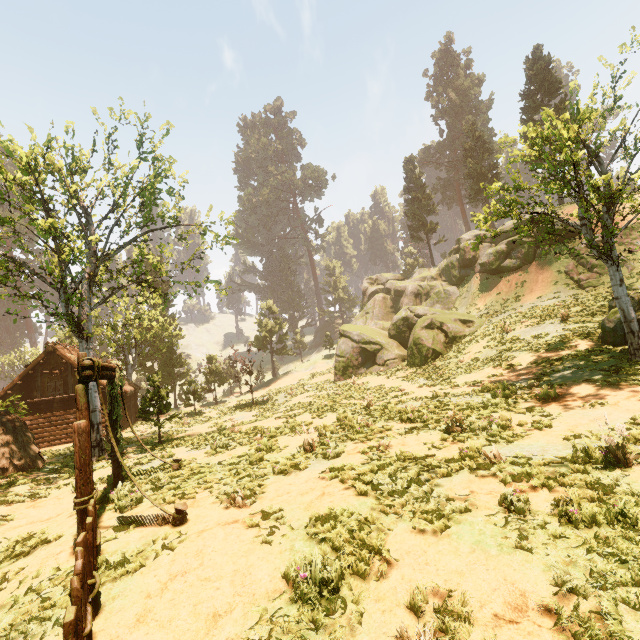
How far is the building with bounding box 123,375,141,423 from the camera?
29.95m

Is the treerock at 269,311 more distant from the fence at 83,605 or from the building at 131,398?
the fence at 83,605

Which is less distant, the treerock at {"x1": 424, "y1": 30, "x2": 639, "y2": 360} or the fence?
the fence

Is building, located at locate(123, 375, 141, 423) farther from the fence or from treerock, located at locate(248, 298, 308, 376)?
the fence

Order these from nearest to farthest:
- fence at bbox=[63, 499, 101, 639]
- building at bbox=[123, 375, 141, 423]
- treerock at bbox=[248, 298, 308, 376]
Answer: fence at bbox=[63, 499, 101, 639] → building at bbox=[123, 375, 141, 423] → treerock at bbox=[248, 298, 308, 376]

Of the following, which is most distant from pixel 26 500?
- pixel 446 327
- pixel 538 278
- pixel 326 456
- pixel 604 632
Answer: pixel 538 278

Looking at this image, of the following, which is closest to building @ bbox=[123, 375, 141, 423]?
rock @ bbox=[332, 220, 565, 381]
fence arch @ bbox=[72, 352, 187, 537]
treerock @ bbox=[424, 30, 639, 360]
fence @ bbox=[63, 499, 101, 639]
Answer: treerock @ bbox=[424, 30, 639, 360]
